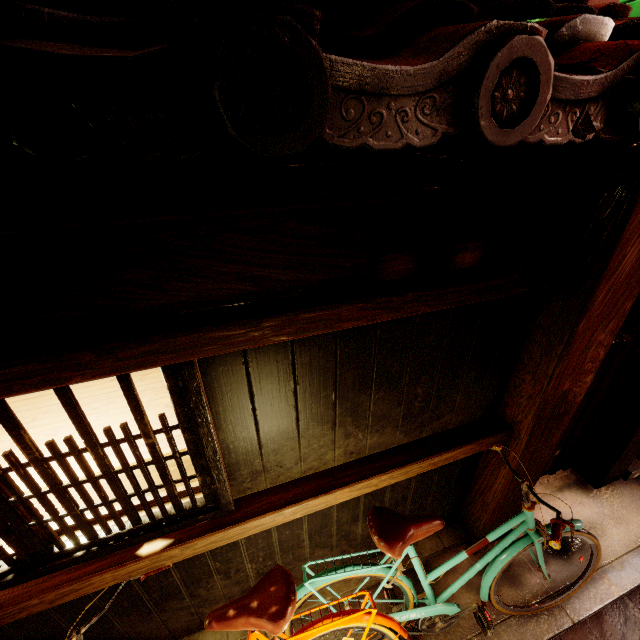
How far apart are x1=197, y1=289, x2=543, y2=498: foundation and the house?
1.3 meters

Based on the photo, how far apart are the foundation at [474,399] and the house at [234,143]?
1.3 meters

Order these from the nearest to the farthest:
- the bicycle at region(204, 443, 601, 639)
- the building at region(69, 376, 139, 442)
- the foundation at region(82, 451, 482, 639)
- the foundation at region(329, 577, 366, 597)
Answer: the bicycle at region(204, 443, 601, 639)
the foundation at region(82, 451, 482, 639)
the building at region(69, 376, 139, 442)
the foundation at region(329, 577, 366, 597)

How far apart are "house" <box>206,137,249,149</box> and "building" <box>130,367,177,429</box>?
3.62m

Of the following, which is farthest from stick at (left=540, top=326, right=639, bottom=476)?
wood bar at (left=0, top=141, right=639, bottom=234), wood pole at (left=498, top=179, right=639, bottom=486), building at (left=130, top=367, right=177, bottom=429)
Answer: building at (left=130, top=367, right=177, bottom=429)

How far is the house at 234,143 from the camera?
1.49m

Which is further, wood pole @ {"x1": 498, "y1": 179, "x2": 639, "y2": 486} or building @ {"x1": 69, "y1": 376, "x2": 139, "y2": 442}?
building @ {"x1": 69, "y1": 376, "x2": 139, "y2": 442}

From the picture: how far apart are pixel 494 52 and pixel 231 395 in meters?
2.7 m
